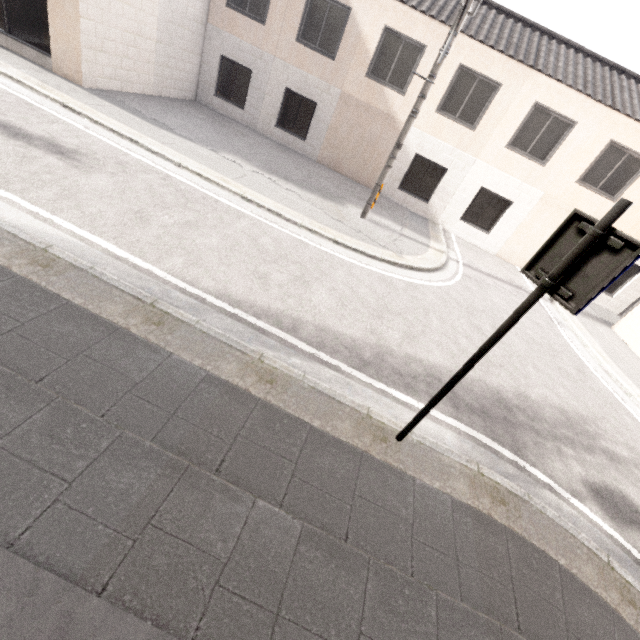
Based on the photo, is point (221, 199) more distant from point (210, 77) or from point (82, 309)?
point (210, 77)
